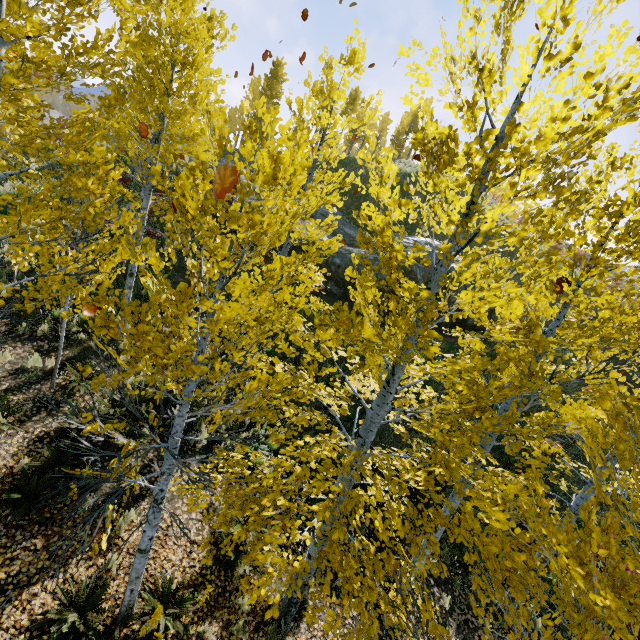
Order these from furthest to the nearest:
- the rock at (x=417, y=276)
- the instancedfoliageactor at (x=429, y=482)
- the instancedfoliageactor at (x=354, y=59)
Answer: the rock at (x=417, y=276), the instancedfoliageactor at (x=354, y=59), the instancedfoliageactor at (x=429, y=482)

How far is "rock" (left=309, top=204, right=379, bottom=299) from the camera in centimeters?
1650cm

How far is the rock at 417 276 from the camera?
16.03m

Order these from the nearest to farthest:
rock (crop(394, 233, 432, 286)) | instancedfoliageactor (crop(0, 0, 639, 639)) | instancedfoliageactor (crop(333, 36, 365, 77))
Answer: instancedfoliageactor (crop(0, 0, 639, 639))
instancedfoliageactor (crop(333, 36, 365, 77))
rock (crop(394, 233, 432, 286))

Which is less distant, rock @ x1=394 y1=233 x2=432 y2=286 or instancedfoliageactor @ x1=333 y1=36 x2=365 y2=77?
instancedfoliageactor @ x1=333 y1=36 x2=365 y2=77

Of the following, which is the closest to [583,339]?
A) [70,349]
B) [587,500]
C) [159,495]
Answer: [587,500]
